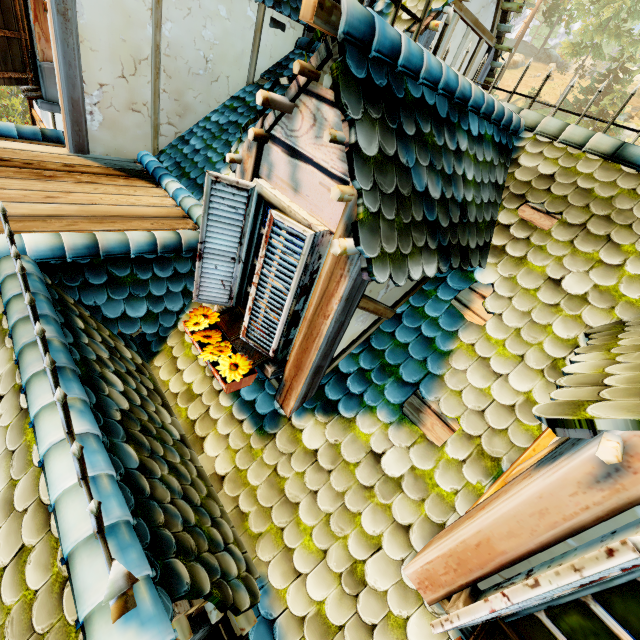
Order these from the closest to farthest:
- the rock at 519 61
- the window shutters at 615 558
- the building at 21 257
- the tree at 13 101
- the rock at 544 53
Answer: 1. the window shutters at 615 558
2. the building at 21 257
3. the tree at 13 101
4. the rock at 519 61
5. the rock at 544 53

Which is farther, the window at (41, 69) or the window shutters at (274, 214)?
the window at (41, 69)

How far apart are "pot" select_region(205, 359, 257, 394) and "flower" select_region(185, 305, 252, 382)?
0.0 meters

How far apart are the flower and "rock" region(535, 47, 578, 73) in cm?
8213

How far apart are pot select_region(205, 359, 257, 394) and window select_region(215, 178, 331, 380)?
0.0 meters

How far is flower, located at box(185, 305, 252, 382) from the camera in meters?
2.5 m

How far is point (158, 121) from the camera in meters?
5.0

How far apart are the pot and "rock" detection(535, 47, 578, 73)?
82.32m
